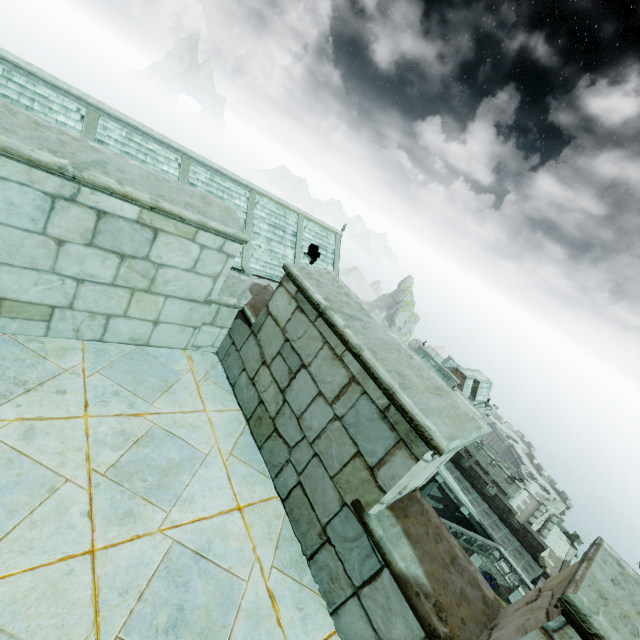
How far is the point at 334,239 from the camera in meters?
36.5
